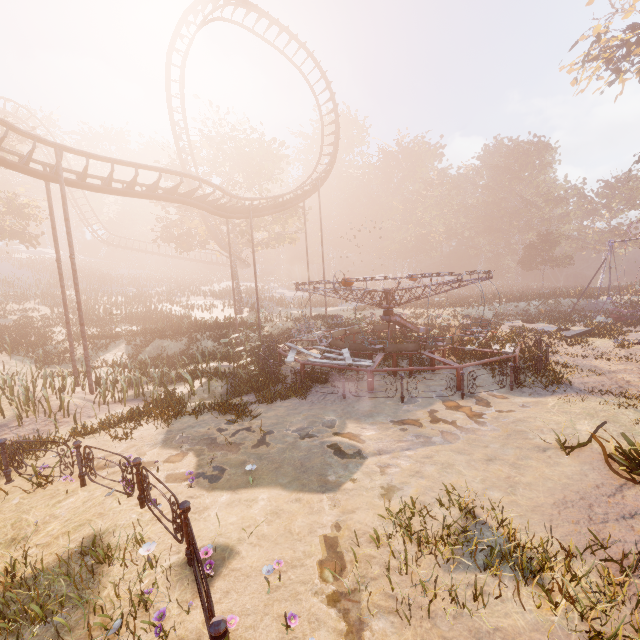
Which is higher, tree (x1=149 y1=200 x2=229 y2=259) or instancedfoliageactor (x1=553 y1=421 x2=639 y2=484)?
tree (x1=149 y1=200 x2=229 y2=259)

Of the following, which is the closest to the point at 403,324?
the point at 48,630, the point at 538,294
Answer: the point at 48,630

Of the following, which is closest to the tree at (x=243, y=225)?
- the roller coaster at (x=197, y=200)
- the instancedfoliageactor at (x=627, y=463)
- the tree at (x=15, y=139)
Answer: the roller coaster at (x=197, y=200)

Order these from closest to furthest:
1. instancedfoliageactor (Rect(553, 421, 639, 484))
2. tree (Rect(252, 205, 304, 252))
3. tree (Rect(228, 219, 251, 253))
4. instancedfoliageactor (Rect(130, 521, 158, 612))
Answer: instancedfoliageactor (Rect(130, 521, 158, 612)), instancedfoliageactor (Rect(553, 421, 639, 484)), tree (Rect(228, 219, 251, 253)), tree (Rect(252, 205, 304, 252))

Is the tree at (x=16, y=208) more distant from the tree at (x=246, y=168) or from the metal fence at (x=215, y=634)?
the metal fence at (x=215, y=634)

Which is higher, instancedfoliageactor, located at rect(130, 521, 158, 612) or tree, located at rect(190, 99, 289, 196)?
tree, located at rect(190, 99, 289, 196)

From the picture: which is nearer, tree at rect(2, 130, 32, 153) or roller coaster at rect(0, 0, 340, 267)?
roller coaster at rect(0, 0, 340, 267)

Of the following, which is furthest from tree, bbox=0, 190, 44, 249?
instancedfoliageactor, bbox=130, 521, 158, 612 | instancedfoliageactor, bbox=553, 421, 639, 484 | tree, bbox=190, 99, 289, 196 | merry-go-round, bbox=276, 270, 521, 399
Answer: instancedfoliageactor, bbox=553, 421, 639, 484
